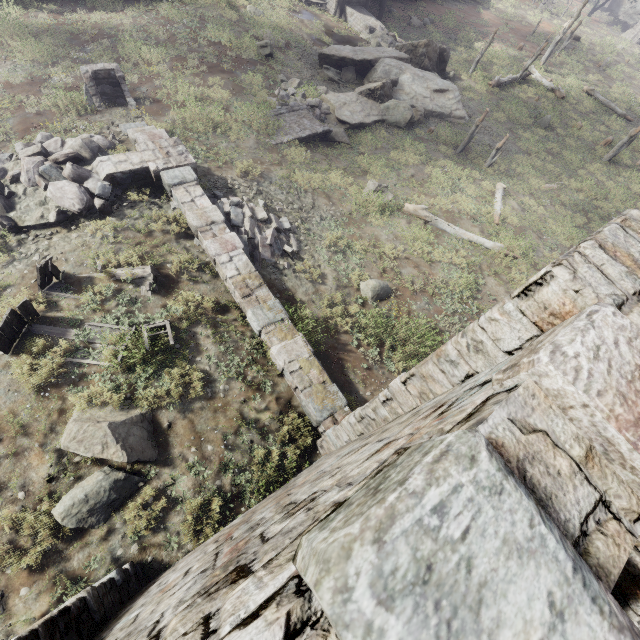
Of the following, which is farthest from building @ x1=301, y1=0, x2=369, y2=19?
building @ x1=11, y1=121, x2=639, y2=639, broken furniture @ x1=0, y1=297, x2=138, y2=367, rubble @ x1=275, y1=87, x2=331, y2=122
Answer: broken furniture @ x1=0, y1=297, x2=138, y2=367

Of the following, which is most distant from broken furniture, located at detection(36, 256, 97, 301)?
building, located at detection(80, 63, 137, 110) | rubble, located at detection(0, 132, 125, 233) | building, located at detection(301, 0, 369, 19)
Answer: building, located at detection(301, 0, 369, 19)

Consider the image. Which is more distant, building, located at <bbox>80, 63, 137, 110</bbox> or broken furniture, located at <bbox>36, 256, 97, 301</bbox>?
building, located at <bbox>80, 63, 137, 110</bbox>

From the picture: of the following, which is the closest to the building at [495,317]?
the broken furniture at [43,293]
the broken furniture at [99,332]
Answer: the broken furniture at [99,332]

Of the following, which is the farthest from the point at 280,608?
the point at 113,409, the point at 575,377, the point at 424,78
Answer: the point at 424,78

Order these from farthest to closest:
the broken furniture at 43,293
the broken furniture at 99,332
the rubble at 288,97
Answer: the rubble at 288,97 < the broken furniture at 43,293 < the broken furniture at 99,332

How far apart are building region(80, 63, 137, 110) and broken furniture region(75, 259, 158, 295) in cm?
793

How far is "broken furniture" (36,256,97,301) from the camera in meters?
7.1 m
